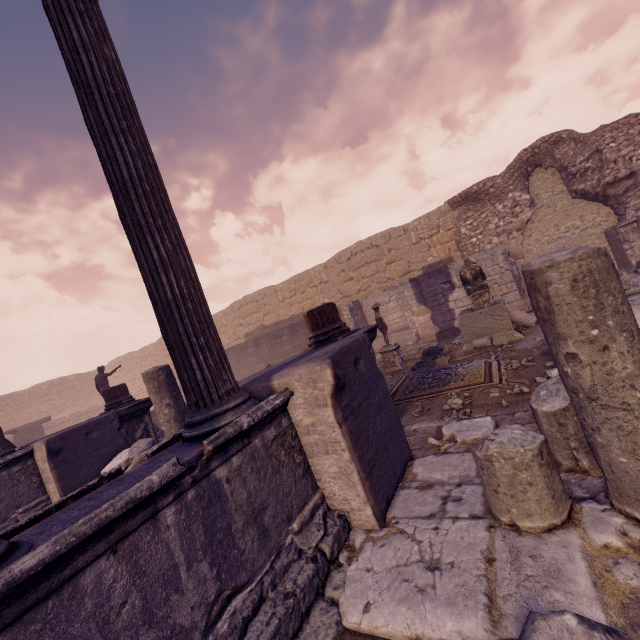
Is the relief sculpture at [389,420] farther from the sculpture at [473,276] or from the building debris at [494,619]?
the sculpture at [473,276]

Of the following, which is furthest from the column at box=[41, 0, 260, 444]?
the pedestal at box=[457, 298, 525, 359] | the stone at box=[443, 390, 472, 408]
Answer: the pedestal at box=[457, 298, 525, 359]

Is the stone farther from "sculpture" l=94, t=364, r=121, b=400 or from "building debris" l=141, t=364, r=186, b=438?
"sculpture" l=94, t=364, r=121, b=400

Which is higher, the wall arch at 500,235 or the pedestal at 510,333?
the wall arch at 500,235

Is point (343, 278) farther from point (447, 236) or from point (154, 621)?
point (154, 621)

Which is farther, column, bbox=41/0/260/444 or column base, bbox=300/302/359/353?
column base, bbox=300/302/359/353

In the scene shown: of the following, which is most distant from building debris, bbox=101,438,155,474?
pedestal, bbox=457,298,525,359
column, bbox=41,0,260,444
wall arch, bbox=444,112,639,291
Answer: wall arch, bbox=444,112,639,291

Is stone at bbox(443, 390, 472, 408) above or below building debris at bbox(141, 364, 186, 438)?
below
